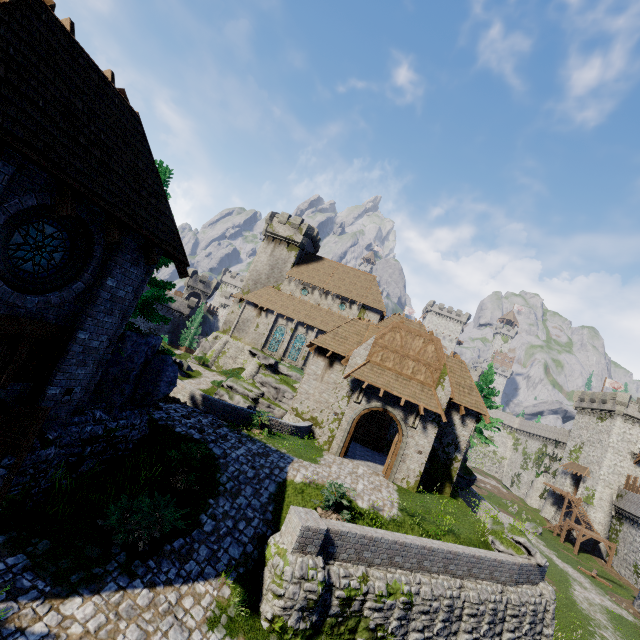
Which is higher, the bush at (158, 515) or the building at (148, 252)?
the building at (148, 252)

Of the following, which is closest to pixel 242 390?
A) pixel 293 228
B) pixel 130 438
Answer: pixel 130 438

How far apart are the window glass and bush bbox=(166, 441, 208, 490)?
6.7 meters

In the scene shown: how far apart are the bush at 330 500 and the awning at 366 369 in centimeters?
644cm

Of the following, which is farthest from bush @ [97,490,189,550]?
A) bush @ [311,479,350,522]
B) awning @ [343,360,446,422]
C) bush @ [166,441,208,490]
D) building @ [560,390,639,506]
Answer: building @ [560,390,639,506]

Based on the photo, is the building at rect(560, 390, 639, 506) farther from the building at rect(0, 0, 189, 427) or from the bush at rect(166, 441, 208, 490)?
the building at rect(0, 0, 189, 427)

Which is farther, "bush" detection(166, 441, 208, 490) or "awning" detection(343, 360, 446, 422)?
"awning" detection(343, 360, 446, 422)

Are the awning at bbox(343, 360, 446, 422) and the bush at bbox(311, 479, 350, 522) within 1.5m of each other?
no
